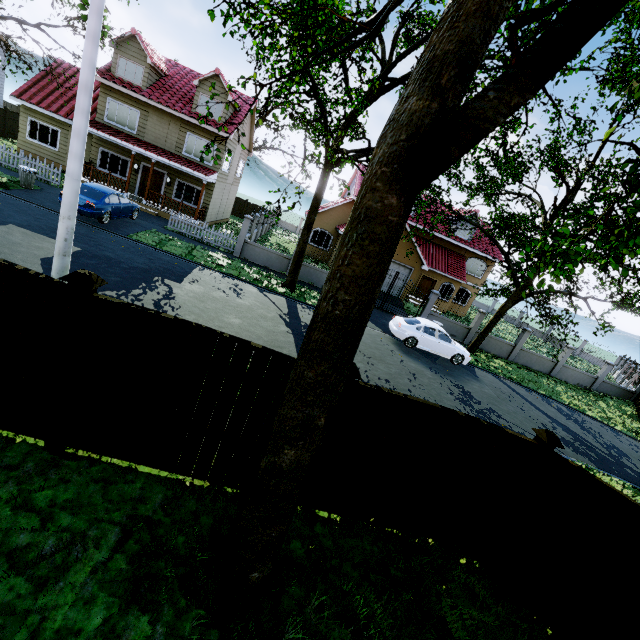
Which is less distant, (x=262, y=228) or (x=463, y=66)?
(x=463, y=66)

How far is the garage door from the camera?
24.3 meters

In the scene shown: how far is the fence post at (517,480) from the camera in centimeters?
479cm

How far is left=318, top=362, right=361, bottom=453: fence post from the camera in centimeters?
421cm

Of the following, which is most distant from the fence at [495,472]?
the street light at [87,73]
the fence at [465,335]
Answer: the fence at [465,335]

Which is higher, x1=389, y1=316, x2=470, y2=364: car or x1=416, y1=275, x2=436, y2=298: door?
x1=416, y1=275, x2=436, y2=298: door

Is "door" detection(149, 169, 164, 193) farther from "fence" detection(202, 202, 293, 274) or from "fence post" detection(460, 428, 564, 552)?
"fence post" detection(460, 428, 564, 552)

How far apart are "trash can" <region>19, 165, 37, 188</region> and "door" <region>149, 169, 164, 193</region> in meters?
6.7 m
